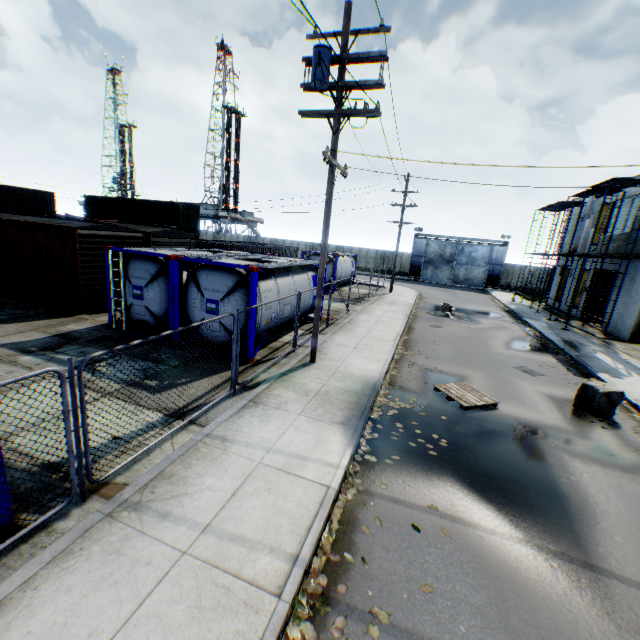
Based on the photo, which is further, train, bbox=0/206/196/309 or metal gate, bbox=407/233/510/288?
metal gate, bbox=407/233/510/288

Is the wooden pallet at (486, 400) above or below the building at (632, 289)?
below

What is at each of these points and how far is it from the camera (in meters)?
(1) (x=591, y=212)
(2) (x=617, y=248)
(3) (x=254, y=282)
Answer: (1) plywood, 19.62
(2) building, 21.23
(3) tank container, 9.52

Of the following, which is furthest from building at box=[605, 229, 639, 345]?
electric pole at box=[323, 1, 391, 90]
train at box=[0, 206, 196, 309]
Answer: train at box=[0, 206, 196, 309]

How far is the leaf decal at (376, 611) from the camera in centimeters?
371cm

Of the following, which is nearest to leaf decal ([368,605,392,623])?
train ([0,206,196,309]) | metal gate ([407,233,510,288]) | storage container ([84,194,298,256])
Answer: train ([0,206,196,309])

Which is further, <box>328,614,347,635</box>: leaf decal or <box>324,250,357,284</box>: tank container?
<box>324,250,357,284</box>: tank container

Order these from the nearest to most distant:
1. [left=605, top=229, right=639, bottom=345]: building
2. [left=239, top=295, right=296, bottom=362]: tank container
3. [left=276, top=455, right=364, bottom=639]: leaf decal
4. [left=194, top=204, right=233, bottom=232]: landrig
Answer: [left=276, top=455, right=364, bottom=639]: leaf decal → [left=239, top=295, right=296, bottom=362]: tank container → [left=605, top=229, right=639, bottom=345]: building → [left=194, top=204, right=233, bottom=232]: landrig
